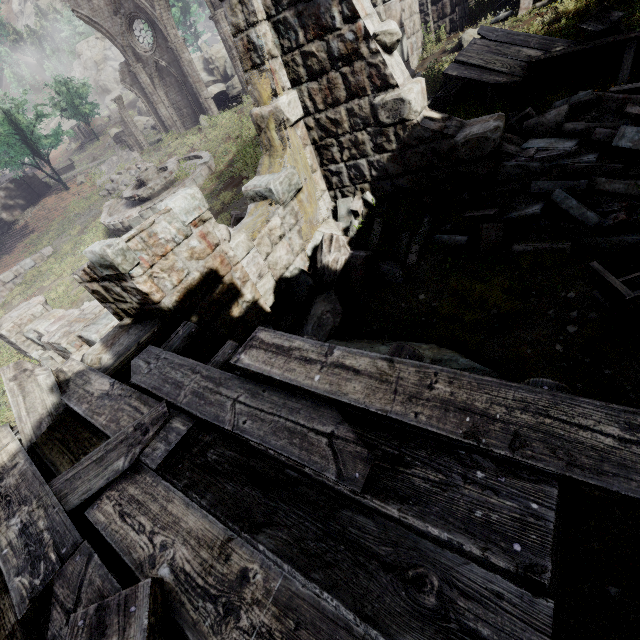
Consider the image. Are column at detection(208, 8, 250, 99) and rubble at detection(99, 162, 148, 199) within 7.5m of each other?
no

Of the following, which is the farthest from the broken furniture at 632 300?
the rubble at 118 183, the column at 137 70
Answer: the column at 137 70

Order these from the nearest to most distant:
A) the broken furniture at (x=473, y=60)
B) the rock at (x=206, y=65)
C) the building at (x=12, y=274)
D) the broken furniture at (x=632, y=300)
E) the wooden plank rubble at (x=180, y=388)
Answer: the wooden plank rubble at (x=180, y=388) < the broken furniture at (x=632, y=300) < the broken furniture at (x=473, y=60) < the building at (x=12, y=274) < the rock at (x=206, y=65)

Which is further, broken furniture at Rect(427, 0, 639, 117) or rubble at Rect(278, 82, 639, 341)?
broken furniture at Rect(427, 0, 639, 117)

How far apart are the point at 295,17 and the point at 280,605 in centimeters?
693cm

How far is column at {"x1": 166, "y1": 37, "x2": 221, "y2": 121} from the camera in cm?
2139

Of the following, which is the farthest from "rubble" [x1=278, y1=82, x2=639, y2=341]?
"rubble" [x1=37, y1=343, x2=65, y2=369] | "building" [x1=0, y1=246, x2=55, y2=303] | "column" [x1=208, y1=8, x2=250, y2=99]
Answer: "column" [x1=208, y1=8, x2=250, y2=99]

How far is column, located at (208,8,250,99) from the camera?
19.4m
